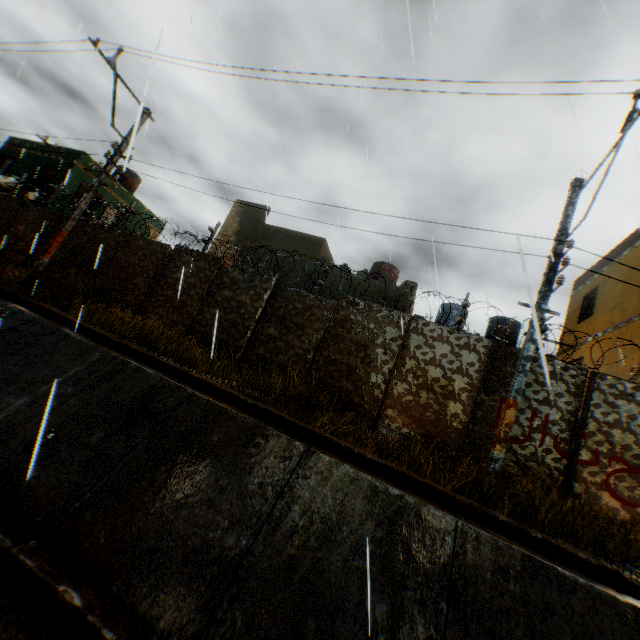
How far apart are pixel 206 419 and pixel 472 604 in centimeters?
407cm

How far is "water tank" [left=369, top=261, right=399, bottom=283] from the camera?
17.2 meters

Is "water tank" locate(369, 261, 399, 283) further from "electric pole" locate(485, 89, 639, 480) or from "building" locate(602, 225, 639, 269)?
"electric pole" locate(485, 89, 639, 480)

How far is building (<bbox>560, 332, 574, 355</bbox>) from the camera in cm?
1371

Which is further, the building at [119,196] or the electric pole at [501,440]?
the building at [119,196]

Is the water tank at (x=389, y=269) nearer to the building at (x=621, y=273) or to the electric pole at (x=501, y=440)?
the building at (x=621, y=273)

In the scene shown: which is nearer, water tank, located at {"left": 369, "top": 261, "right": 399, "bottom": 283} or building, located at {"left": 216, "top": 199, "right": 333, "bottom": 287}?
building, located at {"left": 216, "top": 199, "right": 333, "bottom": 287}
